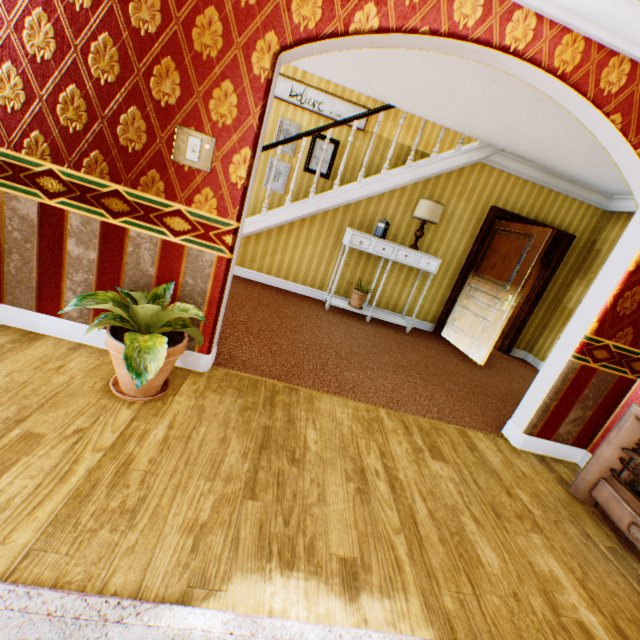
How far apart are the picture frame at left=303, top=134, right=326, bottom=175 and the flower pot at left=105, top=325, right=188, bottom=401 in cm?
532

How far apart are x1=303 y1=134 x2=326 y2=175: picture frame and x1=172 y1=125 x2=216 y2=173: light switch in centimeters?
493cm

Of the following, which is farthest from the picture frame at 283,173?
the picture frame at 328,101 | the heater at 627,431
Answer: the heater at 627,431

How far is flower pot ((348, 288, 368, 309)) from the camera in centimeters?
547cm

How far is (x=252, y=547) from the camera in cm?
150

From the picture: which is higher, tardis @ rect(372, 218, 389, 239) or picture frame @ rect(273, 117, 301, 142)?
picture frame @ rect(273, 117, 301, 142)

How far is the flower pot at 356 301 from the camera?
5.5m

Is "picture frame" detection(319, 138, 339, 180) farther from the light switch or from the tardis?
the light switch
